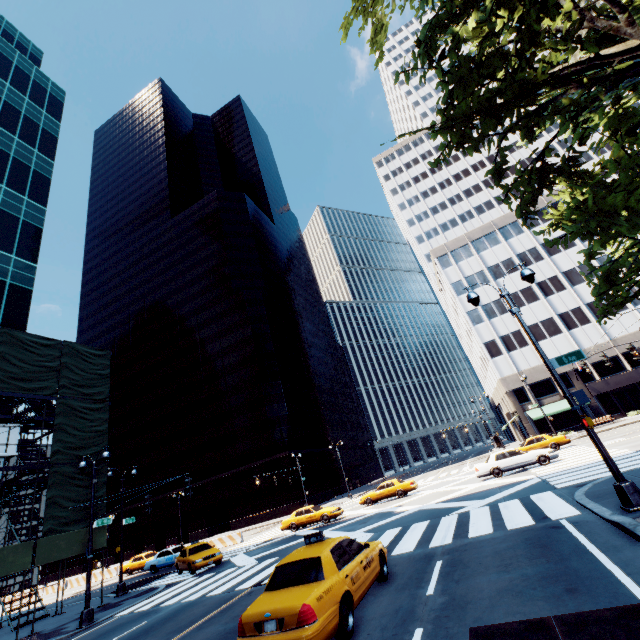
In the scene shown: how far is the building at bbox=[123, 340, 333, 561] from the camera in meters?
49.9

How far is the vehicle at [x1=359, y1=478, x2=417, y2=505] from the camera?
27.1 meters

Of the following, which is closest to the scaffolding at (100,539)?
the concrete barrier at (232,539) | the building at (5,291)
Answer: the building at (5,291)

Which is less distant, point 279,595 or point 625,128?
point 279,595

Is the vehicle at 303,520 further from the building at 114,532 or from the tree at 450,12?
the tree at 450,12

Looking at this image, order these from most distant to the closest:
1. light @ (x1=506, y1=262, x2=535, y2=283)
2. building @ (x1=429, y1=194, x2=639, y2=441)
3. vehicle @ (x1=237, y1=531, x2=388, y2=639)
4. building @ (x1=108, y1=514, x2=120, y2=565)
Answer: building @ (x1=108, y1=514, x2=120, y2=565) → building @ (x1=429, y1=194, x2=639, y2=441) → light @ (x1=506, y1=262, x2=535, y2=283) → vehicle @ (x1=237, y1=531, x2=388, y2=639)

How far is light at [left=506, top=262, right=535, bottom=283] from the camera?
10.9m

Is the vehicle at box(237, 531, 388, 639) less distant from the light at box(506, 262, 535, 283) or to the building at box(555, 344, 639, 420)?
the light at box(506, 262, 535, 283)
